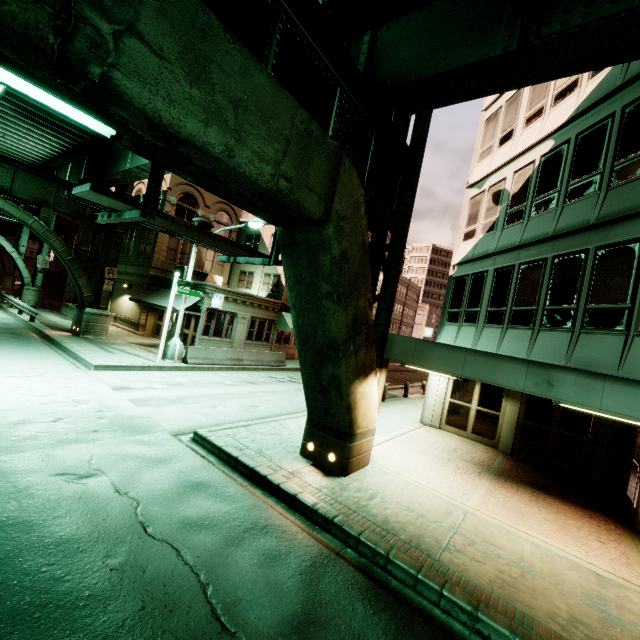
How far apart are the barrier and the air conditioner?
7.82m

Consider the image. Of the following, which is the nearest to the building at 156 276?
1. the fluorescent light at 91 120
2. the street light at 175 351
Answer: the street light at 175 351

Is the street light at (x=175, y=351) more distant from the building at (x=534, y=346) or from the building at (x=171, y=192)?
the building at (x=534, y=346)

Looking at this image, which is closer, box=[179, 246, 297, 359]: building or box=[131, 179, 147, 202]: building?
box=[179, 246, 297, 359]: building

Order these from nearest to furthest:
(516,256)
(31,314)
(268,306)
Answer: (516,256) < (31,314) < (268,306)

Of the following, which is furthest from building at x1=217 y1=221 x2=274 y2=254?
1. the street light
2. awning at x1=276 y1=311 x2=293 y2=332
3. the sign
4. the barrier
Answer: the sign

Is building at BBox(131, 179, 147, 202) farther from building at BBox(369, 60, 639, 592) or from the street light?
building at BBox(369, 60, 639, 592)

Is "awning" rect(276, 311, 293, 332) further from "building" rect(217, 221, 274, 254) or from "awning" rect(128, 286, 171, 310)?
"awning" rect(128, 286, 171, 310)
